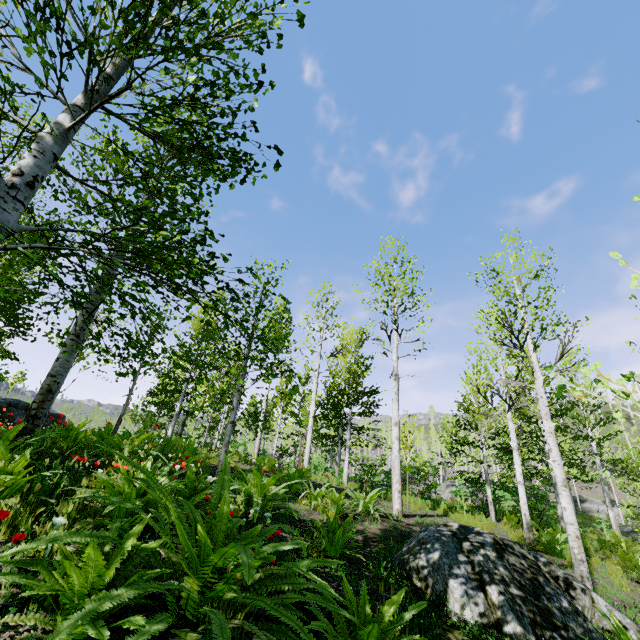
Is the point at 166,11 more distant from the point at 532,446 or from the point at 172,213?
the point at 532,446

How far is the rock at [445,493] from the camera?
15.8m

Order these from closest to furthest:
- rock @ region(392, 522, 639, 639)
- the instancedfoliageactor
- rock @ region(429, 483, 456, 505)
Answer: the instancedfoliageactor
rock @ region(392, 522, 639, 639)
rock @ region(429, 483, 456, 505)

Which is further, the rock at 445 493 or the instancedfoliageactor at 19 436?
the rock at 445 493

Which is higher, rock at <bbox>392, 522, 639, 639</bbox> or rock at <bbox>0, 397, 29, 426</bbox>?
rock at <bbox>0, 397, 29, 426</bbox>

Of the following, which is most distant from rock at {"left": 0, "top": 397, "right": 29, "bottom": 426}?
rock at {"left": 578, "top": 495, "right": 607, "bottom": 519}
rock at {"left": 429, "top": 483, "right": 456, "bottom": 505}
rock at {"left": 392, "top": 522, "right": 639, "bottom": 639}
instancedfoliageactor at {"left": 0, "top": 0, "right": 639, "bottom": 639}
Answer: rock at {"left": 578, "top": 495, "right": 607, "bottom": 519}

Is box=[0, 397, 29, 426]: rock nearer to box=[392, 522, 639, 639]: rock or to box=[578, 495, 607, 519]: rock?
box=[392, 522, 639, 639]: rock

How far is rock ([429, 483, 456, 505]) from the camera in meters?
15.8 m
